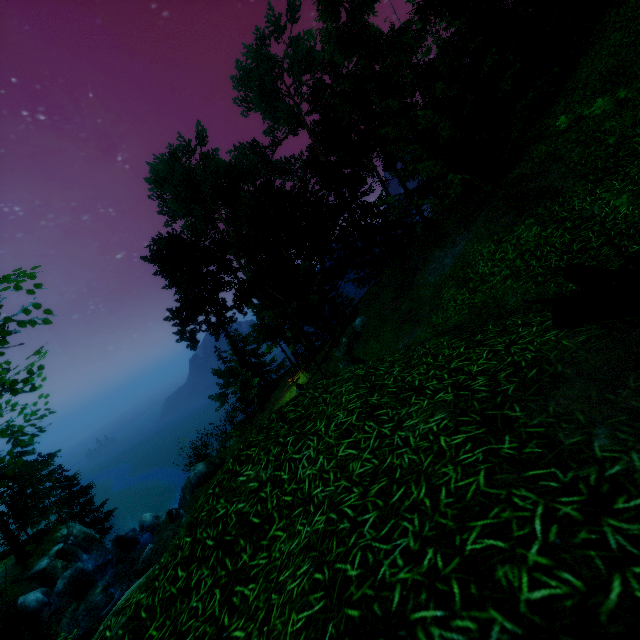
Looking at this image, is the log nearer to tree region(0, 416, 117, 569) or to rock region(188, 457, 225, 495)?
tree region(0, 416, 117, 569)

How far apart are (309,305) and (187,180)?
19.8m

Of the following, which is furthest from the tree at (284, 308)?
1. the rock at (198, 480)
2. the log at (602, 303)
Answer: the rock at (198, 480)

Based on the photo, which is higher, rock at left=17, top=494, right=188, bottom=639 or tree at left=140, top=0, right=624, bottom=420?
tree at left=140, top=0, right=624, bottom=420

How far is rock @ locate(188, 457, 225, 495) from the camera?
18.2m

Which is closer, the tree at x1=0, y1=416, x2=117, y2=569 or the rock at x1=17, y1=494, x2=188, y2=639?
the tree at x1=0, y1=416, x2=117, y2=569

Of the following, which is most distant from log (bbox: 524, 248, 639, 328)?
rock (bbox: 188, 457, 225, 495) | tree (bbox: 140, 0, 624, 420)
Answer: rock (bbox: 188, 457, 225, 495)

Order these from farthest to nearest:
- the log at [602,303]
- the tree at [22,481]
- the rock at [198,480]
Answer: the rock at [198,480]
the tree at [22,481]
the log at [602,303]
